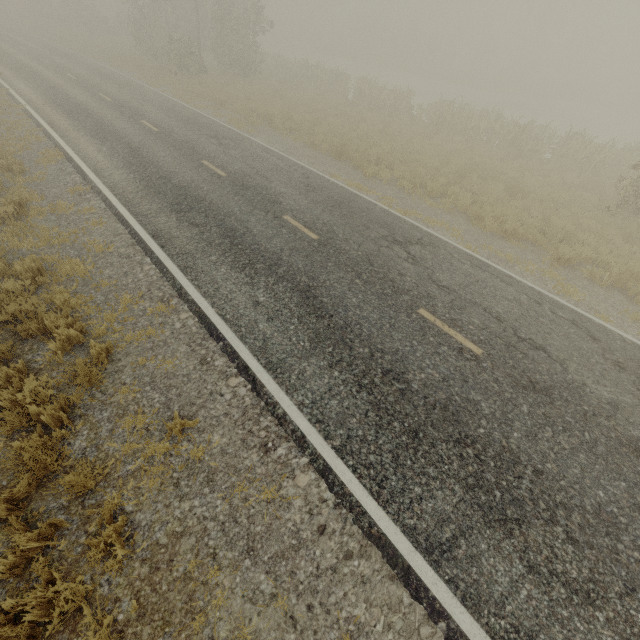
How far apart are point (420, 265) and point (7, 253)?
9.82m
